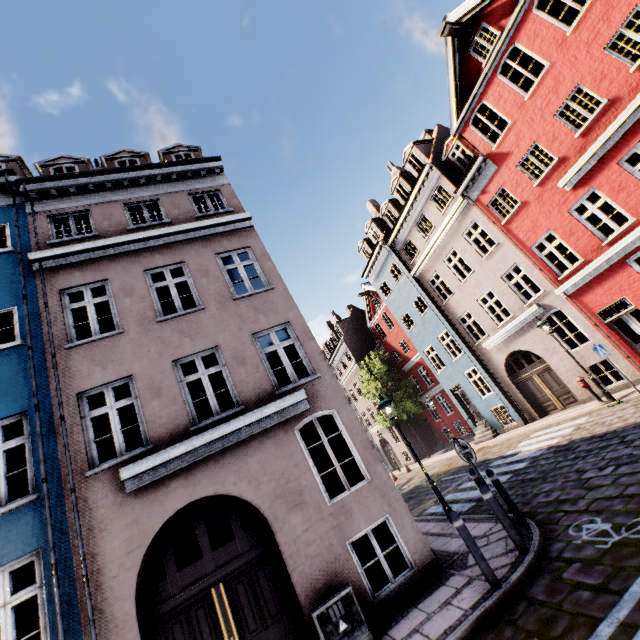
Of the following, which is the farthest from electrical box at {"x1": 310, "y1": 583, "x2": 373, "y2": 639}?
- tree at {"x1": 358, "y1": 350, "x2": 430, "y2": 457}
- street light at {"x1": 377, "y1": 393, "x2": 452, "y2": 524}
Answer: tree at {"x1": 358, "y1": 350, "x2": 430, "y2": 457}

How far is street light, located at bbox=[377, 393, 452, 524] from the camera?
8.7 meters

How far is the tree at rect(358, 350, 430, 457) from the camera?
27.2 meters

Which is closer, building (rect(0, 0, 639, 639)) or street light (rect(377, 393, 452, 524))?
building (rect(0, 0, 639, 639))

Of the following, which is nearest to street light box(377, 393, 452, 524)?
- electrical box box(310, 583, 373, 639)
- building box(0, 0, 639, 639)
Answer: electrical box box(310, 583, 373, 639)

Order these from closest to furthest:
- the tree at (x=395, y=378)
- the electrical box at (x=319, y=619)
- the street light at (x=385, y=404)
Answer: the electrical box at (x=319, y=619) < the street light at (x=385, y=404) < the tree at (x=395, y=378)

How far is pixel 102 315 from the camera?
13.9 meters

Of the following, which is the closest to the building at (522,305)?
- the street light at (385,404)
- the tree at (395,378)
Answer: the tree at (395,378)
